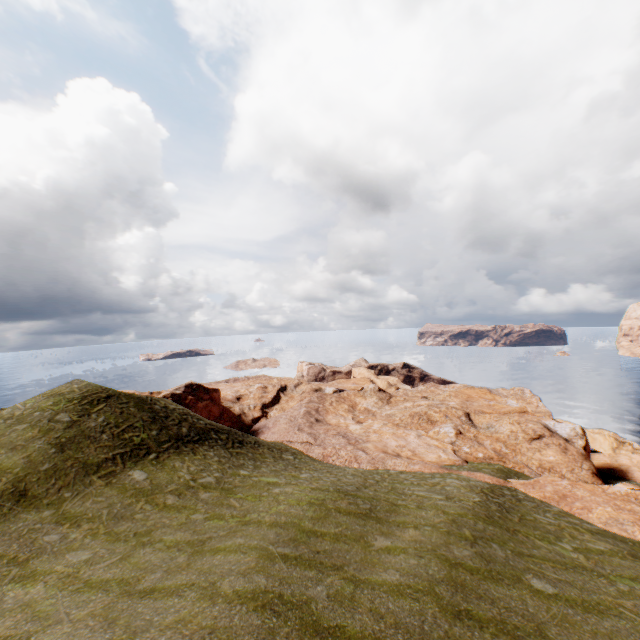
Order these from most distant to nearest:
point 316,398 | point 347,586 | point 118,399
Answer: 1. point 316,398
2. point 118,399
3. point 347,586
